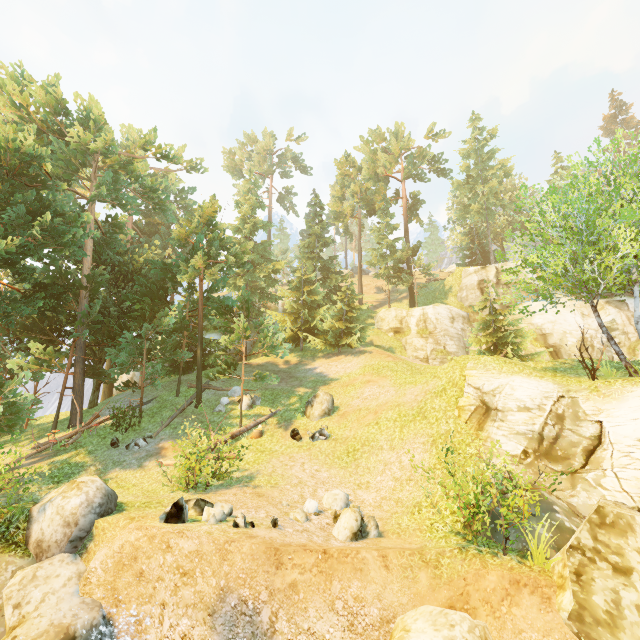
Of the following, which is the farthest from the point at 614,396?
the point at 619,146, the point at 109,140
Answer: the point at 109,140

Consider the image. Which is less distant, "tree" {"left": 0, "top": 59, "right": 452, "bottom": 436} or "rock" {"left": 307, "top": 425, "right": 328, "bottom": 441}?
"rock" {"left": 307, "top": 425, "right": 328, "bottom": 441}

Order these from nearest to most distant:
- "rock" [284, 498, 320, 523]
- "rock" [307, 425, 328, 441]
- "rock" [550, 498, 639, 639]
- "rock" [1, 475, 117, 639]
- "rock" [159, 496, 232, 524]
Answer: "rock" [550, 498, 639, 639]
"rock" [1, 475, 117, 639]
"rock" [159, 496, 232, 524]
"rock" [284, 498, 320, 523]
"rock" [307, 425, 328, 441]

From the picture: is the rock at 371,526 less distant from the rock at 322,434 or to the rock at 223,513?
the rock at 322,434

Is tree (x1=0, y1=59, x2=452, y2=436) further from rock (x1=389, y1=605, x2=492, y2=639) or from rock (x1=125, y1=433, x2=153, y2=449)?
rock (x1=389, y1=605, x2=492, y2=639)

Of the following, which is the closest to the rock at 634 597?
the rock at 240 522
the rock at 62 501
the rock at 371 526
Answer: the rock at 371 526

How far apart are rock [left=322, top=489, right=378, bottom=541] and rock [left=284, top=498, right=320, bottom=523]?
0.8m

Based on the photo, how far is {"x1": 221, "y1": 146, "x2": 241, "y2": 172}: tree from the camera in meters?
58.5
